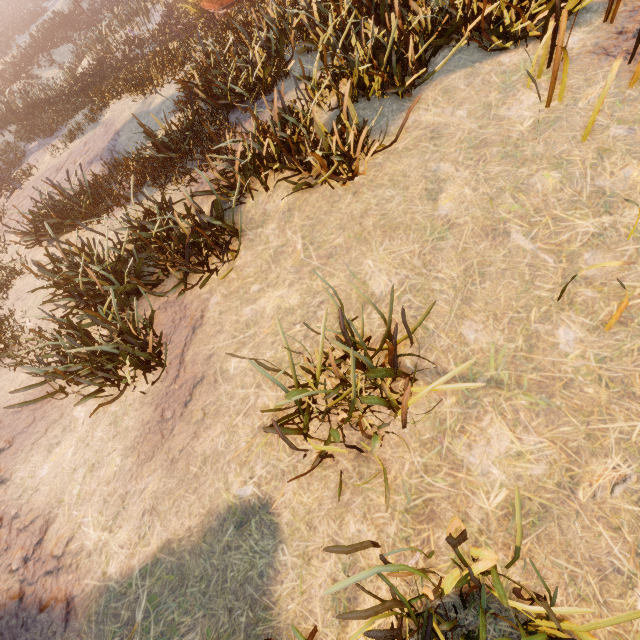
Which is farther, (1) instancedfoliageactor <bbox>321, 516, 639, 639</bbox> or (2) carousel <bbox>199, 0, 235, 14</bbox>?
(2) carousel <bbox>199, 0, 235, 14</bbox>

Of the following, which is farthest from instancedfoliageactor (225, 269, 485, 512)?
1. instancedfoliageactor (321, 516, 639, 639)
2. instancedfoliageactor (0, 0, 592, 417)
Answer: instancedfoliageactor (0, 0, 592, 417)

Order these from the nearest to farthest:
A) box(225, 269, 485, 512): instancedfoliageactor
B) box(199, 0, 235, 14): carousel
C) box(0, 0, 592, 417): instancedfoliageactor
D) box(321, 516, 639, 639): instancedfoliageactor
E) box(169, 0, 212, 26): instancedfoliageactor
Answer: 1. box(321, 516, 639, 639): instancedfoliageactor
2. box(225, 269, 485, 512): instancedfoliageactor
3. box(0, 0, 592, 417): instancedfoliageactor
4. box(199, 0, 235, 14): carousel
5. box(169, 0, 212, 26): instancedfoliageactor

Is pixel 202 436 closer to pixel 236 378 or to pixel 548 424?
pixel 236 378

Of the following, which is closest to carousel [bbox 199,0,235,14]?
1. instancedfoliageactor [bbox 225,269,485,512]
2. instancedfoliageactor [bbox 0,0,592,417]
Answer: instancedfoliageactor [bbox 0,0,592,417]

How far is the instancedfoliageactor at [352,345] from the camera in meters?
2.9

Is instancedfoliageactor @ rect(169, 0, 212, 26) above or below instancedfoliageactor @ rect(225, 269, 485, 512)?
below

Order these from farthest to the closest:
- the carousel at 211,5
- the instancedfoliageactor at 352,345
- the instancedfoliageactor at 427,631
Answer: the carousel at 211,5 → the instancedfoliageactor at 352,345 → the instancedfoliageactor at 427,631
